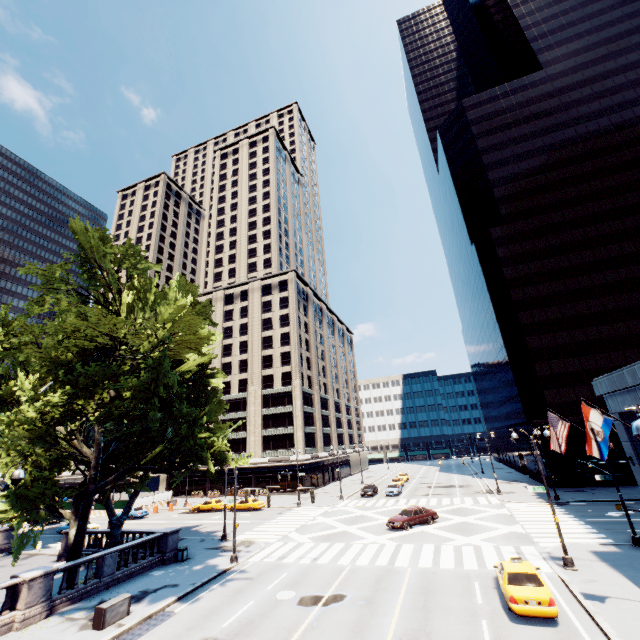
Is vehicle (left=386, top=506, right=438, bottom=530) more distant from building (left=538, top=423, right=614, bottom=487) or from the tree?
building (left=538, top=423, right=614, bottom=487)

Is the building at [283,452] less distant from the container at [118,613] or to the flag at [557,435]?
the container at [118,613]

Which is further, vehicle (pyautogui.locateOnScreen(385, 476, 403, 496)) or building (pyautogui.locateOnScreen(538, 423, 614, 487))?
vehicle (pyautogui.locateOnScreen(385, 476, 403, 496))

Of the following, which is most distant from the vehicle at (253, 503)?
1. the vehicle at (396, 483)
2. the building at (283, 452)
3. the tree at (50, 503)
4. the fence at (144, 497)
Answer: the vehicle at (396, 483)

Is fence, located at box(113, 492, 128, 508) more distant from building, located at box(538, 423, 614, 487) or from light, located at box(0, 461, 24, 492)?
A: building, located at box(538, 423, 614, 487)

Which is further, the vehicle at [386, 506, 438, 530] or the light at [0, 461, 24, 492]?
the vehicle at [386, 506, 438, 530]

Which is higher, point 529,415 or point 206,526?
point 529,415

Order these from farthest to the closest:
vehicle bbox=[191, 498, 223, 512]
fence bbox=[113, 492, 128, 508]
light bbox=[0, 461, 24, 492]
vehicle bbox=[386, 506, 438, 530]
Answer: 1. fence bbox=[113, 492, 128, 508]
2. vehicle bbox=[191, 498, 223, 512]
3. vehicle bbox=[386, 506, 438, 530]
4. light bbox=[0, 461, 24, 492]
